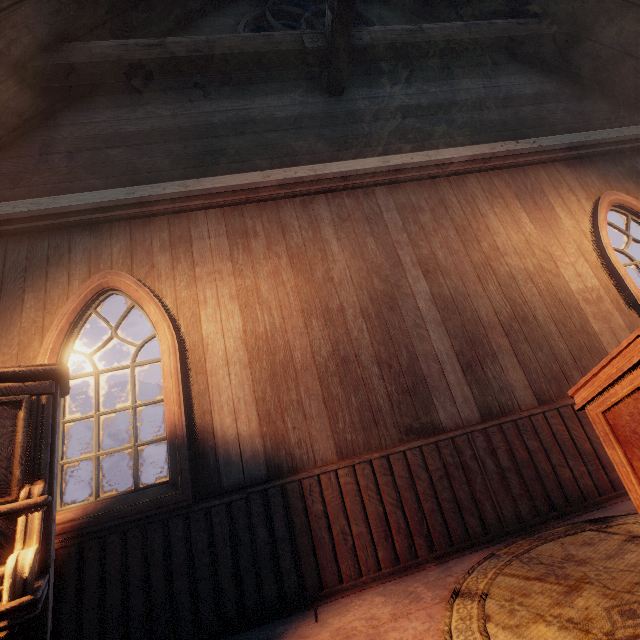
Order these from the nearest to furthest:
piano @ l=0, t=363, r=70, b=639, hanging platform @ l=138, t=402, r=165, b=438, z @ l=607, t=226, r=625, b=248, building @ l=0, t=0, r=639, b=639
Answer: piano @ l=0, t=363, r=70, b=639, building @ l=0, t=0, r=639, b=639, hanging platform @ l=138, t=402, r=165, b=438, z @ l=607, t=226, r=625, b=248

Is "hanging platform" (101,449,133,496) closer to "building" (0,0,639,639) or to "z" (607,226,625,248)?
"z" (607,226,625,248)

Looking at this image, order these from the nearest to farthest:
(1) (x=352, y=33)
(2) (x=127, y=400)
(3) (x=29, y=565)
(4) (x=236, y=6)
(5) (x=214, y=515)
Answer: (3) (x=29, y=565)
(5) (x=214, y=515)
(1) (x=352, y=33)
(4) (x=236, y=6)
(2) (x=127, y=400)

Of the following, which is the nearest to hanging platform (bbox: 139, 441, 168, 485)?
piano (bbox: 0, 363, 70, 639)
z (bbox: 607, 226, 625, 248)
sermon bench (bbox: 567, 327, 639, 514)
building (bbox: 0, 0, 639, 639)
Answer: z (bbox: 607, 226, 625, 248)

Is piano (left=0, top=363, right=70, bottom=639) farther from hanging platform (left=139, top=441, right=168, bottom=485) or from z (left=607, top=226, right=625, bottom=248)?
hanging platform (left=139, top=441, right=168, bottom=485)

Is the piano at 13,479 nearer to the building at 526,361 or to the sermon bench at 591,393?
the building at 526,361

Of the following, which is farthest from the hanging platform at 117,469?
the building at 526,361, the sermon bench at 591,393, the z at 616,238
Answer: the sermon bench at 591,393

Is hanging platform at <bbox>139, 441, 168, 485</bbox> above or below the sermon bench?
above
